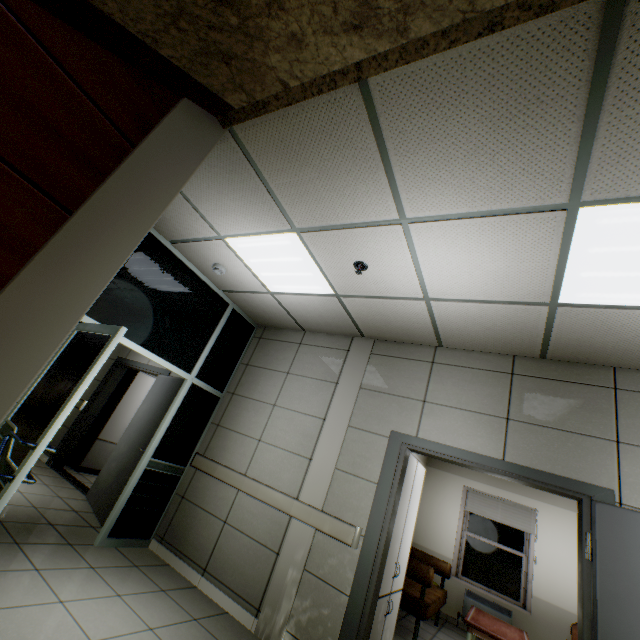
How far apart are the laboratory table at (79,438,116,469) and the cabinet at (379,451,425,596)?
5.3m

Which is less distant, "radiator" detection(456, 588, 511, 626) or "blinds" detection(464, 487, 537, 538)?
"radiator" detection(456, 588, 511, 626)

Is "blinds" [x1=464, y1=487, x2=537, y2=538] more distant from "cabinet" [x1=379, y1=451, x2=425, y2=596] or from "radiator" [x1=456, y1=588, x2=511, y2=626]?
"cabinet" [x1=379, y1=451, x2=425, y2=596]

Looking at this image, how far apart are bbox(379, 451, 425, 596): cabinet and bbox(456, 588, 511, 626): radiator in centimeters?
325cm

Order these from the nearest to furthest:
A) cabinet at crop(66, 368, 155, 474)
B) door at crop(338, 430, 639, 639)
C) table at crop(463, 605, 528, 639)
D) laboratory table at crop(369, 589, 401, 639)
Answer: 1. door at crop(338, 430, 639, 639)
2. laboratory table at crop(369, 589, 401, 639)
3. table at crop(463, 605, 528, 639)
4. cabinet at crop(66, 368, 155, 474)

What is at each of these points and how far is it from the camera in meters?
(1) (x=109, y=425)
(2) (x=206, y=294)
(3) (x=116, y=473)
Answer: (1) cabinet, 6.5 m
(2) doorway, 4.5 m
(3) door, 4.6 m

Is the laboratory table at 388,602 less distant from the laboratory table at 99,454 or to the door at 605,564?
the door at 605,564

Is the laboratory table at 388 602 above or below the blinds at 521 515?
below
